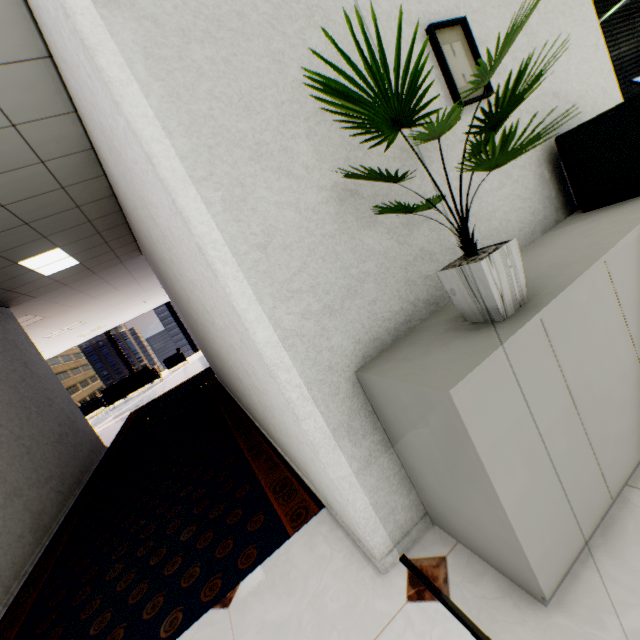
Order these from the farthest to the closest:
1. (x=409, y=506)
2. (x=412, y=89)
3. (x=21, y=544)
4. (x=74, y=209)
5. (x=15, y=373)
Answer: (x=15, y=373), (x=74, y=209), (x=21, y=544), (x=409, y=506), (x=412, y=89)

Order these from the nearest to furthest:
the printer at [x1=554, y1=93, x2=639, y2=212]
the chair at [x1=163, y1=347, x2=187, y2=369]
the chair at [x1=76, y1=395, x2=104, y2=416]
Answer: the printer at [x1=554, y1=93, x2=639, y2=212] < the chair at [x1=76, y1=395, x2=104, y2=416] < the chair at [x1=163, y1=347, x2=187, y2=369]

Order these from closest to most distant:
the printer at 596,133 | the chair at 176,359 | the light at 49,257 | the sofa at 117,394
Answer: the printer at 596,133 → the light at 49,257 → the sofa at 117,394 → the chair at 176,359

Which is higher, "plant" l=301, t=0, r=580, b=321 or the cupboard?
"plant" l=301, t=0, r=580, b=321

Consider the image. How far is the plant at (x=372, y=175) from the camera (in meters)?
1.08

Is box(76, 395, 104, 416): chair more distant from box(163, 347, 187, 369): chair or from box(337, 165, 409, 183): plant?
box(337, 165, 409, 183): plant

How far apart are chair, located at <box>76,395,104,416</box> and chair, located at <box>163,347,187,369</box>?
2.6 meters

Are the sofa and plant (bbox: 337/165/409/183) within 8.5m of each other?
no
